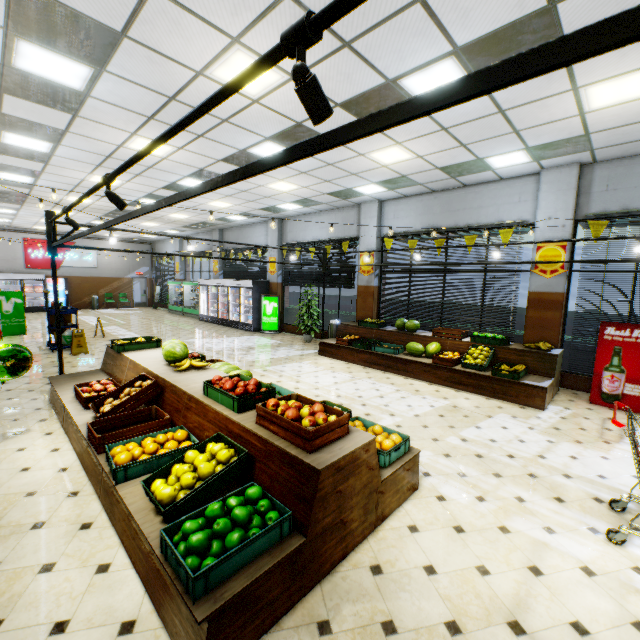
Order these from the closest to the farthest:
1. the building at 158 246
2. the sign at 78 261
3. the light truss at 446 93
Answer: the light truss at 446 93, the building at 158 246, the sign at 78 261

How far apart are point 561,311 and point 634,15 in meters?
8.2

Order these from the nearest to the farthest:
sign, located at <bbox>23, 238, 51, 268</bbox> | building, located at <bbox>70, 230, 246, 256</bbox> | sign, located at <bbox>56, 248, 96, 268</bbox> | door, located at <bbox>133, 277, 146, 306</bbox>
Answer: building, located at <bbox>70, 230, 246, 256</bbox>
sign, located at <bbox>23, 238, 51, 268</bbox>
sign, located at <bbox>56, 248, 96, 268</bbox>
door, located at <bbox>133, 277, 146, 306</bbox>

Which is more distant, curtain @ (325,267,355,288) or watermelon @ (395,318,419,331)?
curtain @ (325,267,355,288)

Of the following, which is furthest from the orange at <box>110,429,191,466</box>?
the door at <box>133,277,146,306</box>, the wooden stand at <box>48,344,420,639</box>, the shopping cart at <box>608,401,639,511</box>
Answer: the door at <box>133,277,146,306</box>

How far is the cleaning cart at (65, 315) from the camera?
10.2m

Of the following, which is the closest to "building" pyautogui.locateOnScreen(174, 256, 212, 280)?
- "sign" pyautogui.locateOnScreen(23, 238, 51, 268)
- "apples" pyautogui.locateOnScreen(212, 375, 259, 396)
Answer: "sign" pyautogui.locateOnScreen(23, 238, 51, 268)

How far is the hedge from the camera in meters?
14.1
